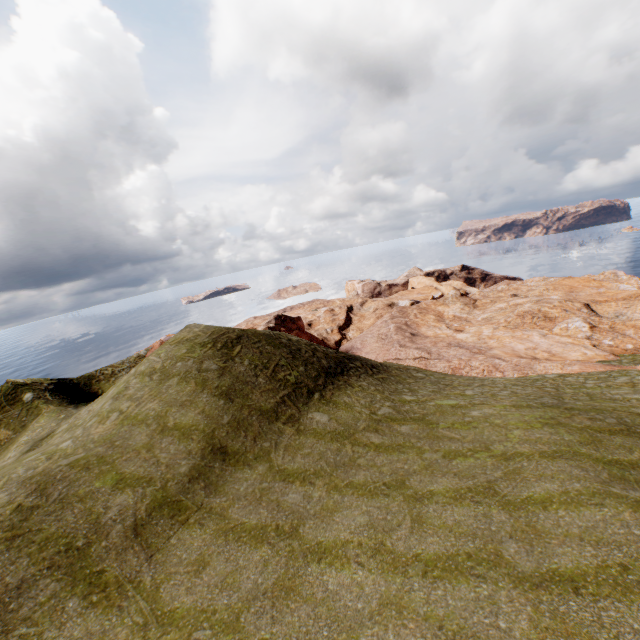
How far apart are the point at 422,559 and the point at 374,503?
2.99m
